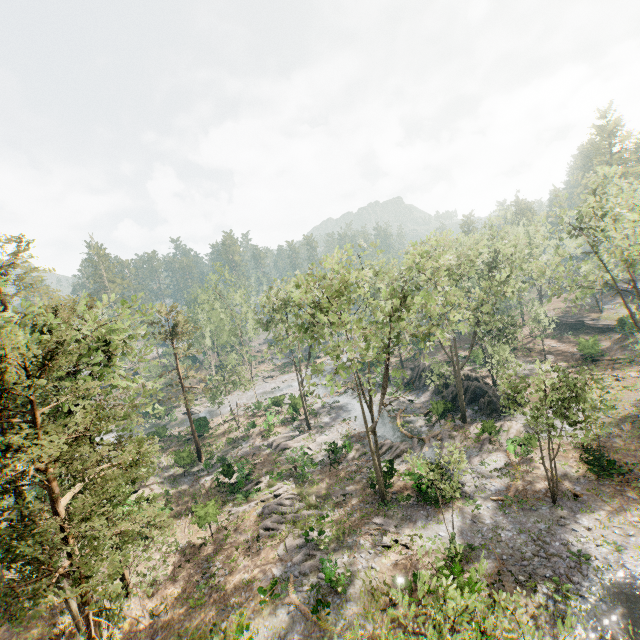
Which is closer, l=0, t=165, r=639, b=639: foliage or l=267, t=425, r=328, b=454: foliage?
l=0, t=165, r=639, b=639: foliage

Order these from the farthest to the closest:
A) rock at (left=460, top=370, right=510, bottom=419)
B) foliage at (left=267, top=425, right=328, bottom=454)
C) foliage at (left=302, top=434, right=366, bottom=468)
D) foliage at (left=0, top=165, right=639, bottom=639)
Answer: foliage at (left=267, top=425, right=328, bottom=454)
rock at (left=460, top=370, right=510, bottom=419)
foliage at (left=302, top=434, right=366, bottom=468)
foliage at (left=0, top=165, right=639, bottom=639)

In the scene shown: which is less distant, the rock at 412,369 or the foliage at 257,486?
the foliage at 257,486

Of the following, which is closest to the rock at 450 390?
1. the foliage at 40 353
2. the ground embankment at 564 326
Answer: the foliage at 40 353

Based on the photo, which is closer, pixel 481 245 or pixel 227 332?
pixel 481 245

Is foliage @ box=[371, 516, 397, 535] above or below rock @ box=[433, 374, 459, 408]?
below

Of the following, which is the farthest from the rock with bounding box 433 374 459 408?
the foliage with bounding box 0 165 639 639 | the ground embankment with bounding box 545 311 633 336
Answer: the ground embankment with bounding box 545 311 633 336
